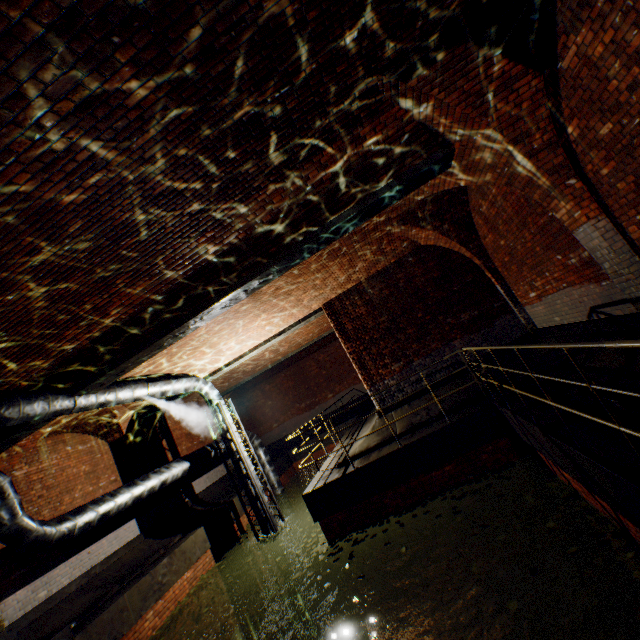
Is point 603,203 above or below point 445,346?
above

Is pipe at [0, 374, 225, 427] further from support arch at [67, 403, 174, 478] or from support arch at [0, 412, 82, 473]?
support arch at [67, 403, 174, 478]

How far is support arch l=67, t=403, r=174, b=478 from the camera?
10.8 meters

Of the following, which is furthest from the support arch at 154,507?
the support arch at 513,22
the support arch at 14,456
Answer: the support arch at 513,22

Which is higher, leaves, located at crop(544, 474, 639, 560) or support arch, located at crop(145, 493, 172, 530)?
support arch, located at crop(145, 493, 172, 530)

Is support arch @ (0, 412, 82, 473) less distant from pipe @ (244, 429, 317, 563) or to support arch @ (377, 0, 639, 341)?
pipe @ (244, 429, 317, 563)

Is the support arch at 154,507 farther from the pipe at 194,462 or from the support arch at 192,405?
the pipe at 194,462
